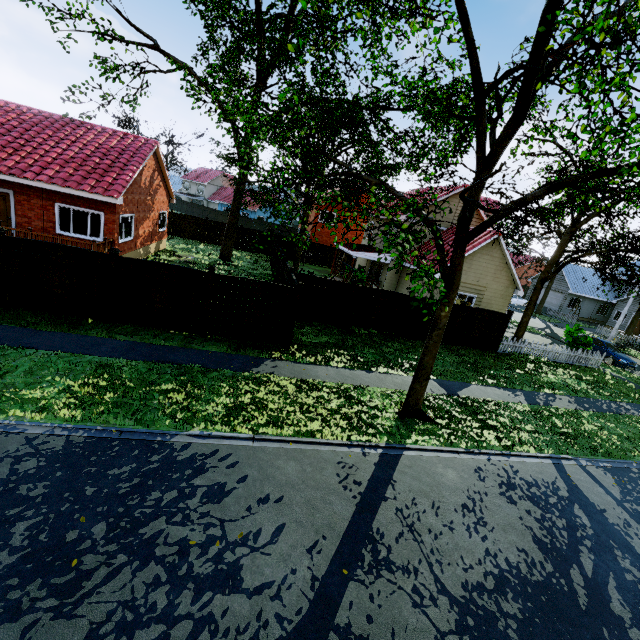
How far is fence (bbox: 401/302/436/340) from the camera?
16.4m

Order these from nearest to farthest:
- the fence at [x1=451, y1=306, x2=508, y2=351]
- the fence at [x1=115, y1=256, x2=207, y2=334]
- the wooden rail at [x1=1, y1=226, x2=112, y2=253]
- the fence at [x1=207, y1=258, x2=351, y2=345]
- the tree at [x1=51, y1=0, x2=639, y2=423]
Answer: the tree at [x1=51, y1=0, x2=639, y2=423] → the fence at [x1=115, y1=256, x2=207, y2=334] → the fence at [x1=207, y1=258, x2=351, y2=345] → the wooden rail at [x1=1, y1=226, x2=112, y2=253] → the fence at [x1=451, y1=306, x2=508, y2=351]

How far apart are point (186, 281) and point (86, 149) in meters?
11.6 m

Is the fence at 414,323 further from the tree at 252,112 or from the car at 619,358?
the car at 619,358

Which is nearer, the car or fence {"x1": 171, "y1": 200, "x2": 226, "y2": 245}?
the car

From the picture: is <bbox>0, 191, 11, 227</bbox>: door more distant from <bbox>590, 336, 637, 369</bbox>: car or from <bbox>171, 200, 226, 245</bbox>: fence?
<bbox>590, 336, 637, 369</bbox>: car

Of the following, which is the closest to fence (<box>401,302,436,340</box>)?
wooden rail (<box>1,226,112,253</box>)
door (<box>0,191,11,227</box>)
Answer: wooden rail (<box>1,226,112,253</box>)
